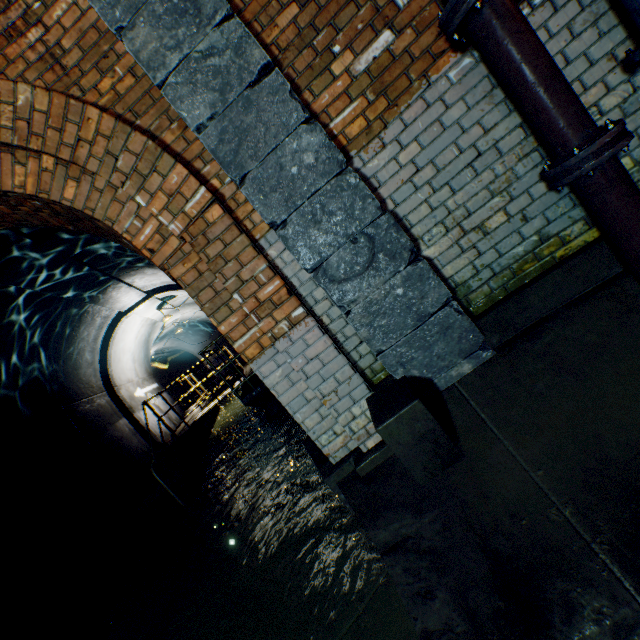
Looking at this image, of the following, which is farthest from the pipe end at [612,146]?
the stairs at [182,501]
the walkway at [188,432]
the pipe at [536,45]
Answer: the stairs at [182,501]

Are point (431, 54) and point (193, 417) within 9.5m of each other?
no

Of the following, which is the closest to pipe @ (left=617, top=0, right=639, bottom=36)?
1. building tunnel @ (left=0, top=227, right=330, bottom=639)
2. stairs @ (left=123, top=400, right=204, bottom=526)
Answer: building tunnel @ (left=0, top=227, right=330, bottom=639)

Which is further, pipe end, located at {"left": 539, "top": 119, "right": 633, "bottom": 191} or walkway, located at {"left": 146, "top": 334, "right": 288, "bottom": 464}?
walkway, located at {"left": 146, "top": 334, "right": 288, "bottom": 464}

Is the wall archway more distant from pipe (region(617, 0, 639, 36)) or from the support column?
pipe (region(617, 0, 639, 36))

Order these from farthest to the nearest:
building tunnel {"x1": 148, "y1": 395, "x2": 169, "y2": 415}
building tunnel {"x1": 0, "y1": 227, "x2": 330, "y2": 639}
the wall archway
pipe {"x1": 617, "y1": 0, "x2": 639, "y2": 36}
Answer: building tunnel {"x1": 148, "y1": 395, "x2": 169, "y2": 415} < the wall archway < building tunnel {"x1": 0, "y1": 227, "x2": 330, "y2": 639} < pipe {"x1": 617, "y1": 0, "x2": 639, "y2": 36}

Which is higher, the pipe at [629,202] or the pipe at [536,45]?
the pipe at [536,45]

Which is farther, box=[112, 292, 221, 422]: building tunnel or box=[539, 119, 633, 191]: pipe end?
box=[112, 292, 221, 422]: building tunnel
